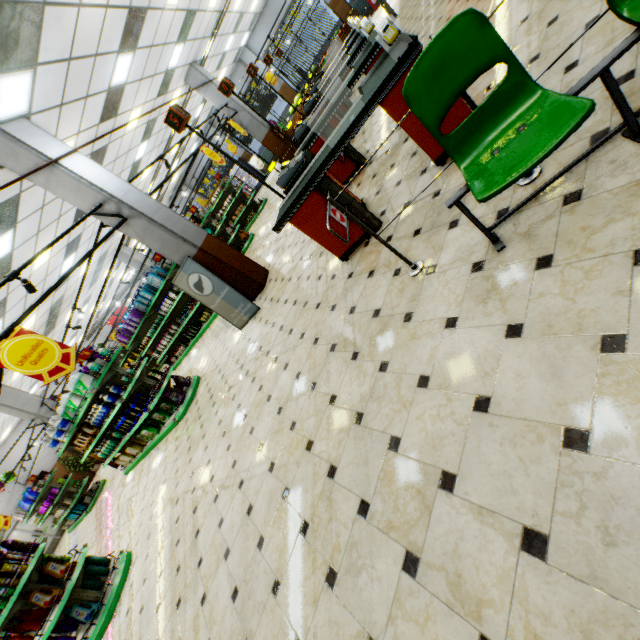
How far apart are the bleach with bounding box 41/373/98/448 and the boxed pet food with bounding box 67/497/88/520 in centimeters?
813cm

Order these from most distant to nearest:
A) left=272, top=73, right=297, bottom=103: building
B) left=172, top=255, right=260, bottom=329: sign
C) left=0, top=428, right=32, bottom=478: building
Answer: left=272, top=73, right=297, bottom=103: building, left=0, top=428, right=32, bottom=478: building, left=172, top=255, right=260, bottom=329: sign

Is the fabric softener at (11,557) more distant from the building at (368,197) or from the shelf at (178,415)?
the shelf at (178,415)

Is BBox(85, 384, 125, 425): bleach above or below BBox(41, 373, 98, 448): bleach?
below

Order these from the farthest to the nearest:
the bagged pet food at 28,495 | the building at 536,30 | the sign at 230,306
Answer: the bagged pet food at 28,495, the sign at 230,306, the building at 536,30

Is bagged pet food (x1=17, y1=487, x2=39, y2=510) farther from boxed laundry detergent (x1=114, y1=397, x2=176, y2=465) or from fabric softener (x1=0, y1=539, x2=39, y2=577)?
fabric softener (x1=0, y1=539, x2=39, y2=577)

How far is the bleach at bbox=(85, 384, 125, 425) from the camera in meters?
7.2

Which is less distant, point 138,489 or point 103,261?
point 138,489
